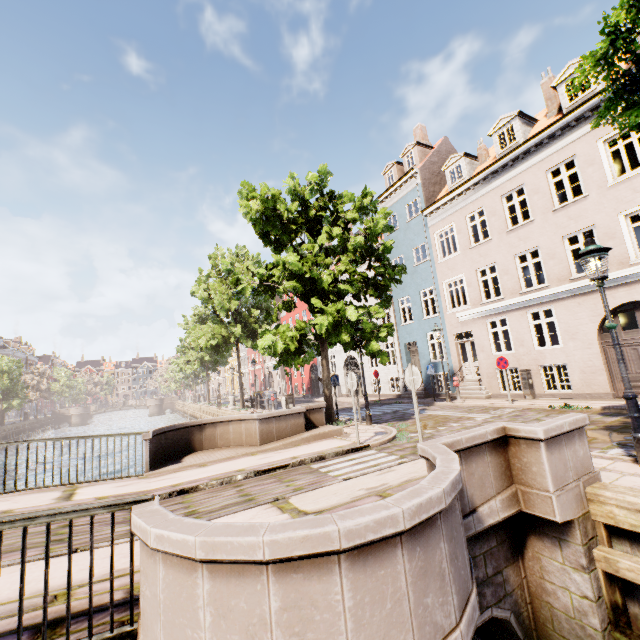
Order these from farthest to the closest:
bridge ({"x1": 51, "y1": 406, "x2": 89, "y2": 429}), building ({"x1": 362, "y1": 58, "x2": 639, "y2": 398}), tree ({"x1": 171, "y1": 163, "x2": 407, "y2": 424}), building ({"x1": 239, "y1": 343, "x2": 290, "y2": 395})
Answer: bridge ({"x1": 51, "y1": 406, "x2": 89, "y2": 429})
building ({"x1": 239, "y1": 343, "x2": 290, "y2": 395})
building ({"x1": 362, "y1": 58, "x2": 639, "y2": 398})
tree ({"x1": 171, "y1": 163, "x2": 407, "y2": 424})

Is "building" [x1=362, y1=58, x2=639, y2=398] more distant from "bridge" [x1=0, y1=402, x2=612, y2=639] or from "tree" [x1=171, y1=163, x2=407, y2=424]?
"bridge" [x1=0, y1=402, x2=612, y2=639]

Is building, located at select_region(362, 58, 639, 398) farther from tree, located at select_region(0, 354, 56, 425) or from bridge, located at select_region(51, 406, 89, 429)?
bridge, located at select_region(51, 406, 89, 429)

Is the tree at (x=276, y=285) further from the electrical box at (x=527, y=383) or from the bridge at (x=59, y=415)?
the electrical box at (x=527, y=383)

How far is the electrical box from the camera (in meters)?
13.92

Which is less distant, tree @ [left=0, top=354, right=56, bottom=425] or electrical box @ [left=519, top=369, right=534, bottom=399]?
electrical box @ [left=519, top=369, right=534, bottom=399]

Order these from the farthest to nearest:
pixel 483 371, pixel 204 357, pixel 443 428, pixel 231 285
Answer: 1. pixel 204 357
2. pixel 483 371
3. pixel 231 285
4. pixel 443 428

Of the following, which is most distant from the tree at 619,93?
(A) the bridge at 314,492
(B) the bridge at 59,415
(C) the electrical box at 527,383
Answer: (C) the electrical box at 527,383
